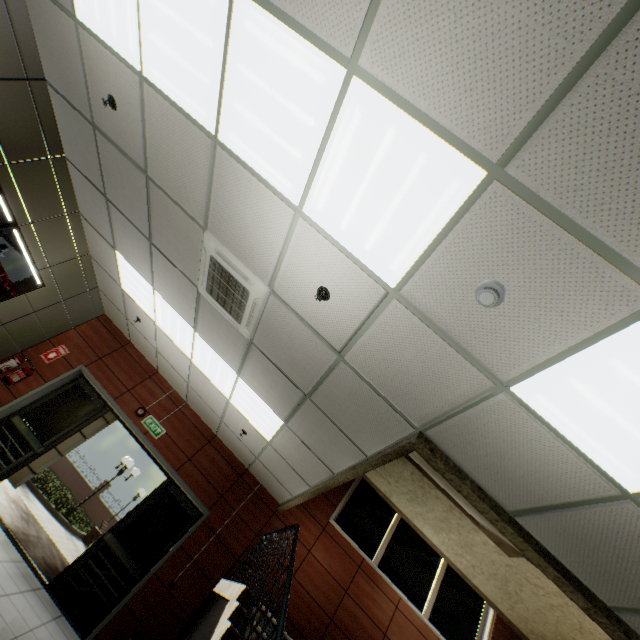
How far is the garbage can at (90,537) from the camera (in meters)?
15.19

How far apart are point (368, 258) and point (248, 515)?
6.2m

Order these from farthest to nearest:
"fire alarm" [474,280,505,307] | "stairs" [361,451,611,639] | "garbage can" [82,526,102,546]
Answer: "garbage can" [82,526,102,546], "stairs" [361,451,611,639], "fire alarm" [474,280,505,307]

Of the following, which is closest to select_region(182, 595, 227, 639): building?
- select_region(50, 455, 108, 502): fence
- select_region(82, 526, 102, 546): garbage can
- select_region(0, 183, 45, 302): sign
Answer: select_region(0, 183, 45, 302): sign

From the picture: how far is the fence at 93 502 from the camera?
23.5 meters

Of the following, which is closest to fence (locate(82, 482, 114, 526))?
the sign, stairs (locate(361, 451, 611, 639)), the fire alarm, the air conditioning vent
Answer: stairs (locate(361, 451, 611, 639))

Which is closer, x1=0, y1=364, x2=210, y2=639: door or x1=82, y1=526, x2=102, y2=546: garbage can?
x1=0, y1=364, x2=210, y2=639: door

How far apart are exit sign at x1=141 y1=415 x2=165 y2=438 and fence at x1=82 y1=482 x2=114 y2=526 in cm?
2389
